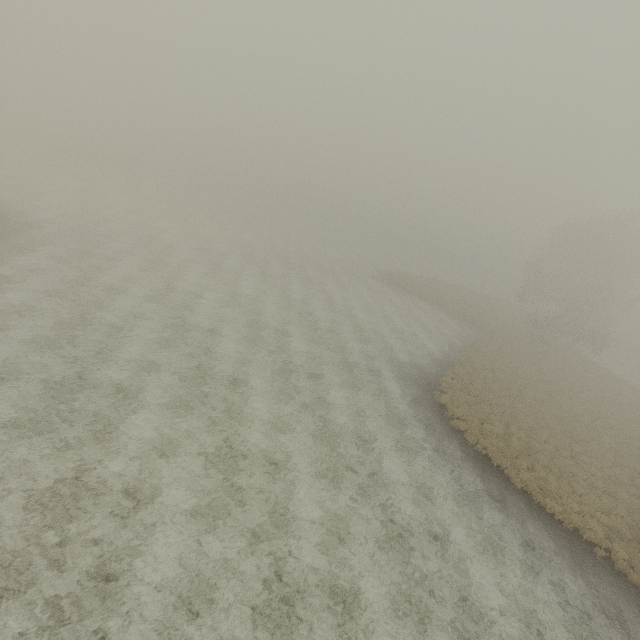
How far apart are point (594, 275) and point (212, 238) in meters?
46.5 m
